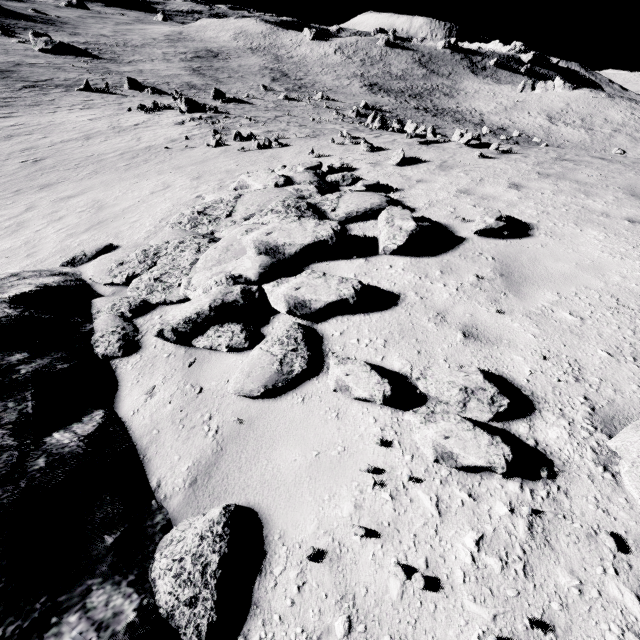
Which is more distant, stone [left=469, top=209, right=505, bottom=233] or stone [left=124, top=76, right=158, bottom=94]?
stone [left=124, top=76, right=158, bottom=94]

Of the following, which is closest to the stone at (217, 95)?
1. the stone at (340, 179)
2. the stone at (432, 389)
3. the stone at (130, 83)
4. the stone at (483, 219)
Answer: the stone at (130, 83)

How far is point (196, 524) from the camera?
2.3 meters

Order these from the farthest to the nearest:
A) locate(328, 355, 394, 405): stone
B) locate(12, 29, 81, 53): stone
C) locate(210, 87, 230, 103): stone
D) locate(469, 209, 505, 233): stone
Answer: locate(12, 29, 81, 53): stone → locate(210, 87, 230, 103): stone → locate(469, 209, 505, 233): stone → locate(328, 355, 394, 405): stone

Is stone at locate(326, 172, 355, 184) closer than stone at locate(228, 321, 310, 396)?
No

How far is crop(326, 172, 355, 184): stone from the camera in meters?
8.1 m

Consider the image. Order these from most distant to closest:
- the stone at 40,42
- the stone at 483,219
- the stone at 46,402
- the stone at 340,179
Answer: the stone at 40,42 → the stone at 340,179 → the stone at 483,219 → the stone at 46,402

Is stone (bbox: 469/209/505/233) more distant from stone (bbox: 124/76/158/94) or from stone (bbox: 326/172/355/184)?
stone (bbox: 124/76/158/94)
